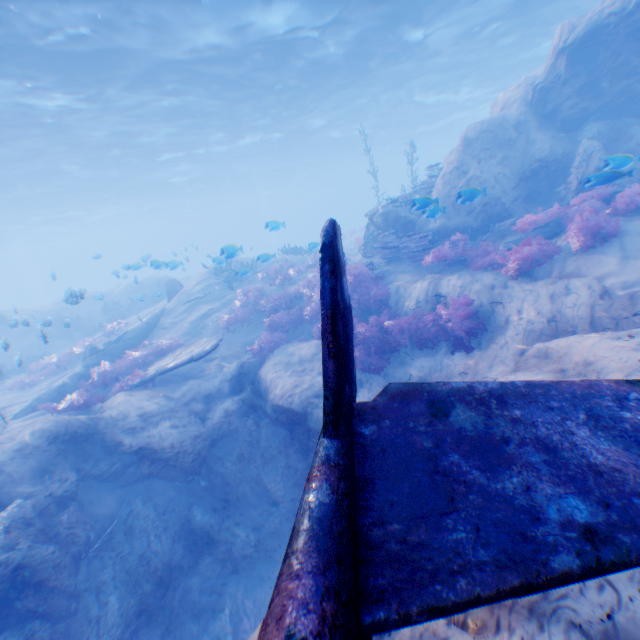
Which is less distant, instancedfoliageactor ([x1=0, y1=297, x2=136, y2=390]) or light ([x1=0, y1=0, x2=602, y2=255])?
light ([x1=0, y1=0, x2=602, y2=255])

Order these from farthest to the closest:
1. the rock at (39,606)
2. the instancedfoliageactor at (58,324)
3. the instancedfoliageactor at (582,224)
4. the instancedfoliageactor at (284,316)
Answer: the instancedfoliageactor at (58,324) < the instancedfoliageactor at (284,316) < the instancedfoliageactor at (582,224) < the rock at (39,606)

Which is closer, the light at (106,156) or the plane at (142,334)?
the plane at (142,334)

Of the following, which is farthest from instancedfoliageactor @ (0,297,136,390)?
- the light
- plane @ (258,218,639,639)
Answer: the light

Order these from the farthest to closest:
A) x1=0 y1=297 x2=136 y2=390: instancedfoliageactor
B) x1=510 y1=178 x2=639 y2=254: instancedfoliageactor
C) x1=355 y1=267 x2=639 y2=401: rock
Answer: x1=0 y1=297 x2=136 y2=390: instancedfoliageactor, x1=510 y1=178 x2=639 y2=254: instancedfoliageactor, x1=355 y1=267 x2=639 y2=401: rock

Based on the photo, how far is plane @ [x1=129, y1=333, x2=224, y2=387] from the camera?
10.16m

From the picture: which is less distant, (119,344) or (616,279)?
(616,279)

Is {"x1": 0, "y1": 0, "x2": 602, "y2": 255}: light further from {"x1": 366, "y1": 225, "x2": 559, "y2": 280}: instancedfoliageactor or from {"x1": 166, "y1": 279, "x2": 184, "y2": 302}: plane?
{"x1": 166, "y1": 279, "x2": 184, "y2": 302}: plane
